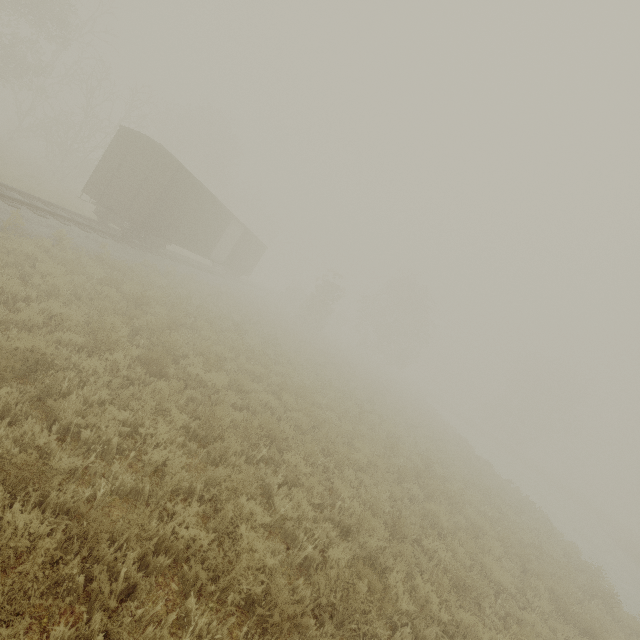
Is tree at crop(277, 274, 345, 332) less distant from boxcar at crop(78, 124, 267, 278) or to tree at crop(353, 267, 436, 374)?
boxcar at crop(78, 124, 267, 278)

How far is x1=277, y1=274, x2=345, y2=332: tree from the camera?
35.1 meters

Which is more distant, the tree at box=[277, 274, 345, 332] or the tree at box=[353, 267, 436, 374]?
the tree at box=[353, 267, 436, 374]

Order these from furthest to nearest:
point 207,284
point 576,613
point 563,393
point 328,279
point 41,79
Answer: point 563,393 → point 328,279 → point 41,79 → point 207,284 → point 576,613

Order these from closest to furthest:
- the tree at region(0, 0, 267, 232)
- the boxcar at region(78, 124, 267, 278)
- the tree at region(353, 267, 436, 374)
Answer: the boxcar at region(78, 124, 267, 278) → the tree at region(0, 0, 267, 232) → the tree at region(353, 267, 436, 374)

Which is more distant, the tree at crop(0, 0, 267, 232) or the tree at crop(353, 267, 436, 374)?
the tree at crop(353, 267, 436, 374)

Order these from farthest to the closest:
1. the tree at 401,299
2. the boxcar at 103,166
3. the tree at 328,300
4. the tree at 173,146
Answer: the tree at 401,299
the tree at 328,300
the tree at 173,146
the boxcar at 103,166

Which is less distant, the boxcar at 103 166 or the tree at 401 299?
the boxcar at 103 166
